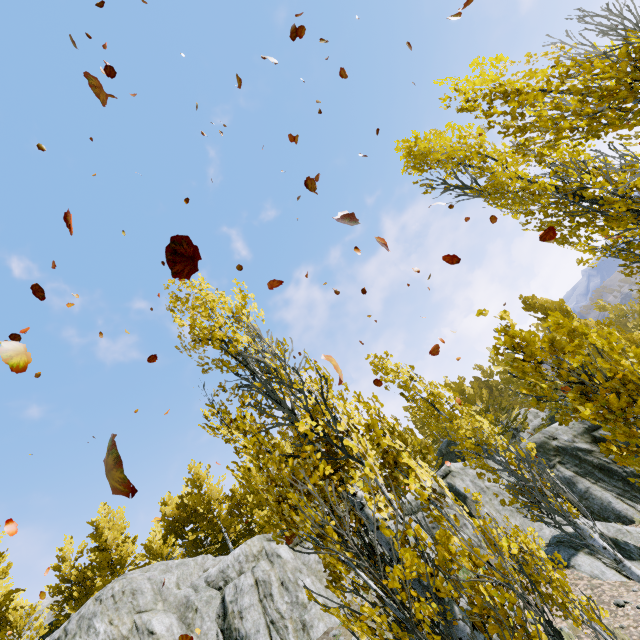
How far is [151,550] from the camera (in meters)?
20.61

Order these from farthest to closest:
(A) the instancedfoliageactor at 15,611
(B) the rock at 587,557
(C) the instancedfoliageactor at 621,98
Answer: (A) the instancedfoliageactor at 15,611, (B) the rock at 587,557, (C) the instancedfoliageactor at 621,98

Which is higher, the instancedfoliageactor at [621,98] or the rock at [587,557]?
the instancedfoliageactor at [621,98]

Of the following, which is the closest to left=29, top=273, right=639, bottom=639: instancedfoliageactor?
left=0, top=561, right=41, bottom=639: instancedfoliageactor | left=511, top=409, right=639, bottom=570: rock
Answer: left=511, top=409, right=639, bottom=570: rock

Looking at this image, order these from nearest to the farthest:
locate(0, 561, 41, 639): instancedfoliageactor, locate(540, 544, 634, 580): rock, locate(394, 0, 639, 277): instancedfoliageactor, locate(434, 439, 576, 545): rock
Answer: locate(394, 0, 639, 277): instancedfoliageactor
locate(540, 544, 634, 580): rock
locate(434, 439, 576, 545): rock
locate(0, 561, 41, 639): instancedfoliageactor

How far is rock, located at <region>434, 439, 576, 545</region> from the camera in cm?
1470

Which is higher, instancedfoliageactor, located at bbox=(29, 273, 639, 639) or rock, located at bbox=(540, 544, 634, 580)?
instancedfoliageactor, located at bbox=(29, 273, 639, 639)
